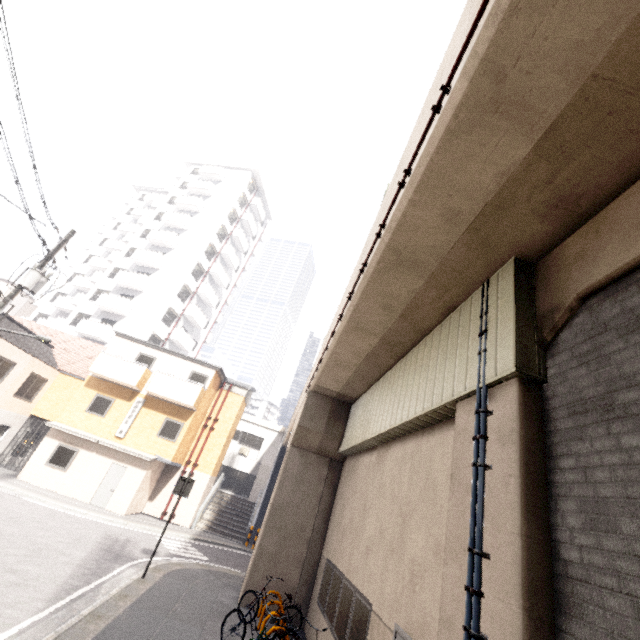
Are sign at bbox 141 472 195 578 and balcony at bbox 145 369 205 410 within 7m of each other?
no

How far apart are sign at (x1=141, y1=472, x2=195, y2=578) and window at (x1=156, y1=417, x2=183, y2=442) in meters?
8.9

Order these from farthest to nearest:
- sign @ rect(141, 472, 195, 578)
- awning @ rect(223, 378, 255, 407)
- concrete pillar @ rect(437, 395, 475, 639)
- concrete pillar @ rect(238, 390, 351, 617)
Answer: awning @ rect(223, 378, 255, 407), concrete pillar @ rect(238, 390, 351, 617), sign @ rect(141, 472, 195, 578), concrete pillar @ rect(437, 395, 475, 639)

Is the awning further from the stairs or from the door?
the door

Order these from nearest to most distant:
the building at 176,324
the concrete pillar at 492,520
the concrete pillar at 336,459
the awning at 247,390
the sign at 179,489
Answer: the concrete pillar at 492,520 < the sign at 179,489 < the concrete pillar at 336,459 < the awning at 247,390 < the building at 176,324

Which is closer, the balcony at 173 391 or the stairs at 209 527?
the balcony at 173 391

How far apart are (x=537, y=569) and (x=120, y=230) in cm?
4861

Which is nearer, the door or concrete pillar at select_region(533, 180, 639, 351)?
concrete pillar at select_region(533, 180, 639, 351)
